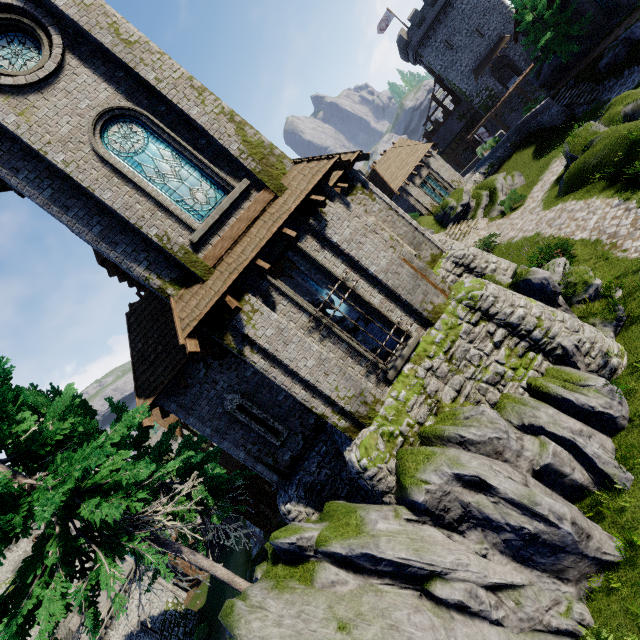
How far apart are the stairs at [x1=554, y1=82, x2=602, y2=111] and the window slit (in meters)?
34.62

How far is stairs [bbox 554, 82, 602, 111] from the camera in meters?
26.1 m

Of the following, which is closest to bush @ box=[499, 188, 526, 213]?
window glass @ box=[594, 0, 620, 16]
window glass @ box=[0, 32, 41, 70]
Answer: window glass @ box=[594, 0, 620, 16]

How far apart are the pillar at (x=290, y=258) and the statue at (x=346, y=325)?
5.1m

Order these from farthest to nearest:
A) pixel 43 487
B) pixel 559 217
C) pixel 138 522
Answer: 1. pixel 559 217
2. pixel 138 522
3. pixel 43 487

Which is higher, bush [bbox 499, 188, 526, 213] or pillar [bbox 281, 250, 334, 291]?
pillar [bbox 281, 250, 334, 291]

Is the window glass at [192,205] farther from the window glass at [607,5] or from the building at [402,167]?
the window glass at [607,5]

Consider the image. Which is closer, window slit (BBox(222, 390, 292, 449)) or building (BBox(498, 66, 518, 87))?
window slit (BBox(222, 390, 292, 449))
